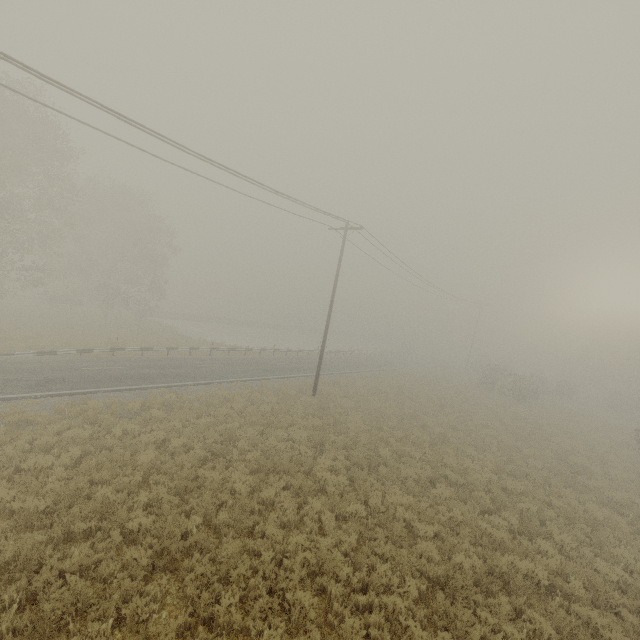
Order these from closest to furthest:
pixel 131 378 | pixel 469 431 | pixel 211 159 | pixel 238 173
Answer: pixel 211 159, pixel 238 173, pixel 131 378, pixel 469 431
